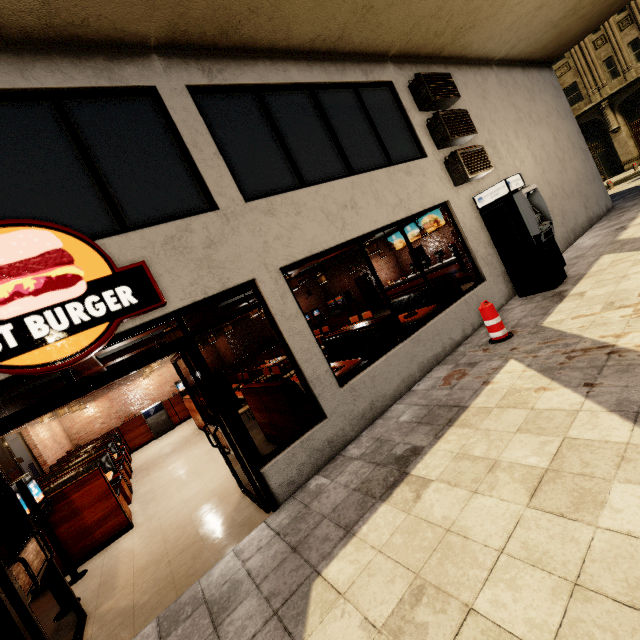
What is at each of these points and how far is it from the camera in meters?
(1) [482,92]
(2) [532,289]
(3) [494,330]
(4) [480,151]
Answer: (1) building, 8.9 m
(2) atm, 7.0 m
(3) plastic barricade, 5.4 m
(4) air conditioner, 7.4 m

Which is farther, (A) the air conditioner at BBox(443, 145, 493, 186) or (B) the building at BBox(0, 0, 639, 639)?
(A) the air conditioner at BBox(443, 145, 493, 186)

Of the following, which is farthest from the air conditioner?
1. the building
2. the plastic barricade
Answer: the plastic barricade

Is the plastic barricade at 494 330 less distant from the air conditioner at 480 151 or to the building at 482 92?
the building at 482 92

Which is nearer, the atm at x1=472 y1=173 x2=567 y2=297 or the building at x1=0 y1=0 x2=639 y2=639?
the building at x1=0 y1=0 x2=639 y2=639

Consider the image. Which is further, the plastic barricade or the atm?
the atm

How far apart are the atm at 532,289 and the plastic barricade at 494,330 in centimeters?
204cm

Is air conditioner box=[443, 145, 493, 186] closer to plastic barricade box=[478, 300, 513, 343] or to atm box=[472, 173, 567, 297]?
atm box=[472, 173, 567, 297]
